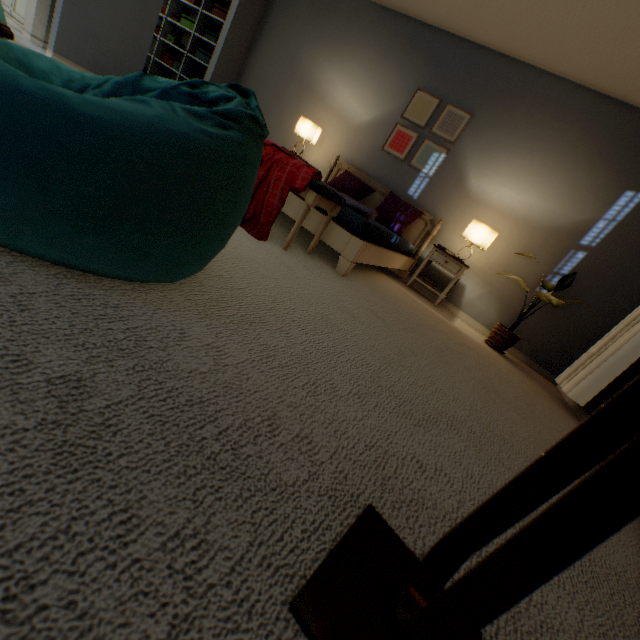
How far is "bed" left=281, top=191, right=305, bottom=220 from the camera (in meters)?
2.40

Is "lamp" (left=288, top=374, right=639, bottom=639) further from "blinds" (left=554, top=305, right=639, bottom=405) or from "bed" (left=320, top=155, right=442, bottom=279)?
"bed" (left=320, top=155, right=442, bottom=279)

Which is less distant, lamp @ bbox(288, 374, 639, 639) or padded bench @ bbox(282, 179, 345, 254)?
lamp @ bbox(288, 374, 639, 639)

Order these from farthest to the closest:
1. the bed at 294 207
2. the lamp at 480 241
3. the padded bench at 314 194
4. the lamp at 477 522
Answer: the lamp at 480 241 < the bed at 294 207 < the padded bench at 314 194 < the lamp at 477 522

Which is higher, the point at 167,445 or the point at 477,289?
the point at 477,289

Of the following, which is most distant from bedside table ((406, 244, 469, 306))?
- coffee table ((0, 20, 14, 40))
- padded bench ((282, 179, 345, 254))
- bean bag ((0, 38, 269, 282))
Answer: coffee table ((0, 20, 14, 40))

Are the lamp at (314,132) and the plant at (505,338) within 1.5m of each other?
no

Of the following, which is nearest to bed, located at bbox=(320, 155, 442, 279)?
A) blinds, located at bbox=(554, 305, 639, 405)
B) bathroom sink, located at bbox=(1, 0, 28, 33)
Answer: blinds, located at bbox=(554, 305, 639, 405)
